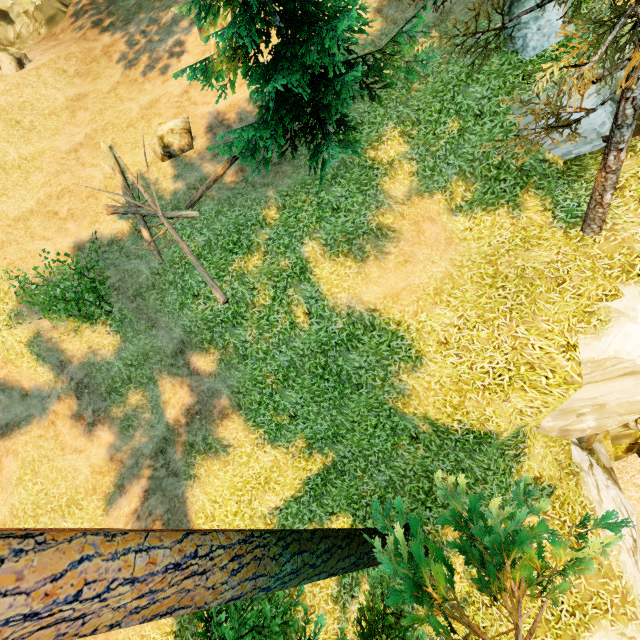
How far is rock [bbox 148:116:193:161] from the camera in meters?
12.5

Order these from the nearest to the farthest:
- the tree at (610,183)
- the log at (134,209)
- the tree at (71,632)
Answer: the tree at (71,632), the tree at (610,183), the log at (134,209)

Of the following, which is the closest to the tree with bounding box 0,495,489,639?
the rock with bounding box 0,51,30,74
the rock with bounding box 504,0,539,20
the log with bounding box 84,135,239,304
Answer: the log with bounding box 84,135,239,304

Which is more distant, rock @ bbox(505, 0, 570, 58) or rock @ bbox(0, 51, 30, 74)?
rock @ bbox(0, 51, 30, 74)

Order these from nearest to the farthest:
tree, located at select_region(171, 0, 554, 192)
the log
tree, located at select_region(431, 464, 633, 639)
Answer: tree, located at select_region(431, 464, 633, 639) < tree, located at select_region(171, 0, 554, 192) < the log

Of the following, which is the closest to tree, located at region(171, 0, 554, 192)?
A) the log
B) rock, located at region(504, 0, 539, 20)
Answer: the log

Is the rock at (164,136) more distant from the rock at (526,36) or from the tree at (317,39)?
the rock at (526,36)

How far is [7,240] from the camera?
12.00m
